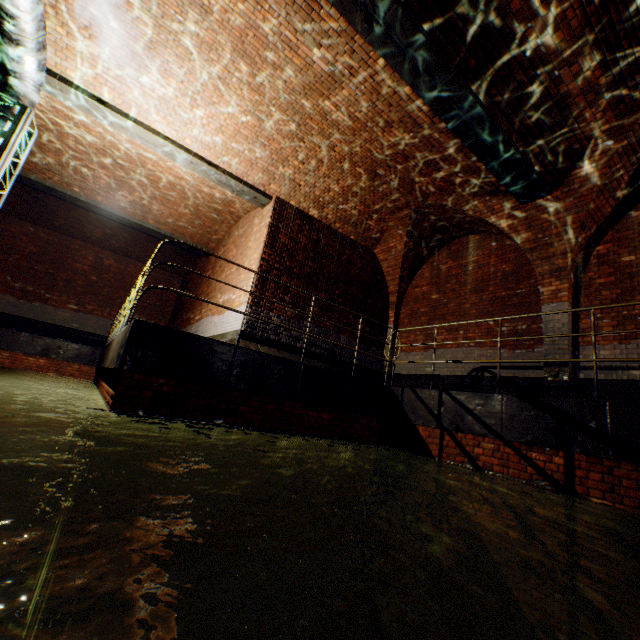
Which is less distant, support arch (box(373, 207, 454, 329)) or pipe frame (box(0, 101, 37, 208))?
pipe frame (box(0, 101, 37, 208))

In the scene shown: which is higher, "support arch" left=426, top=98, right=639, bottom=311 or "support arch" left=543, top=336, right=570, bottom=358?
"support arch" left=426, top=98, right=639, bottom=311

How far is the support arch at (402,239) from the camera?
9.0m

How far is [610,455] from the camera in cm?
387

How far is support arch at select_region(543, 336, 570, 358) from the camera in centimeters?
638cm

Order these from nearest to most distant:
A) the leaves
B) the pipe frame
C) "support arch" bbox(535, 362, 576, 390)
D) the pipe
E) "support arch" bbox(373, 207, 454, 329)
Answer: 1. the leaves
2. the pipe
3. the pipe frame
4. "support arch" bbox(535, 362, 576, 390)
5. "support arch" bbox(373, 207, 454, 329)

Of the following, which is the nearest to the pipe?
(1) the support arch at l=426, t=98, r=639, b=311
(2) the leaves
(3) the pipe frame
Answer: (3) the pipe frame

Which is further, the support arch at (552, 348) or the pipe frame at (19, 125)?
the support arch at (552, 348)
